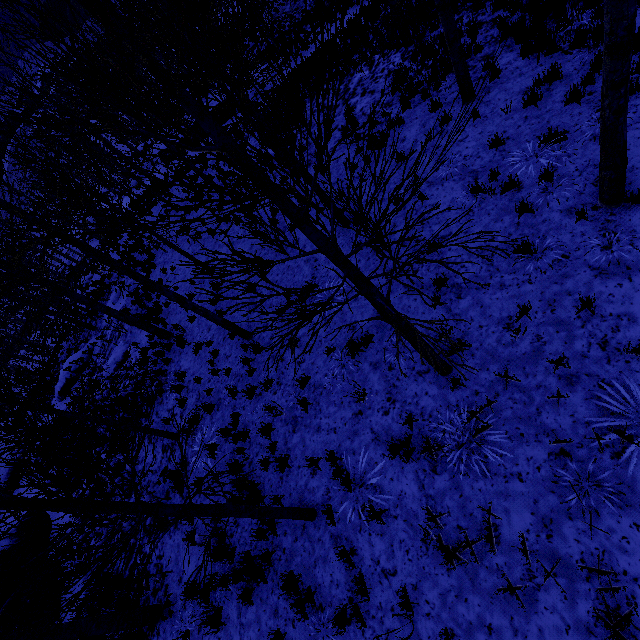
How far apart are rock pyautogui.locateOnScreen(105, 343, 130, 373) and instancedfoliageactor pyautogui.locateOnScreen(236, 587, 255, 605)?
6.2 meters

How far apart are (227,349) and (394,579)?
7.1 meters

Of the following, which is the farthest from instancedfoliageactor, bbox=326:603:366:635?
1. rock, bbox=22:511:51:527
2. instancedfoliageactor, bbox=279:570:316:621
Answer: rock, bbox=22:511:51:527

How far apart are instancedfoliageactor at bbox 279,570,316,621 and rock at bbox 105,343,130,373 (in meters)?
11.60

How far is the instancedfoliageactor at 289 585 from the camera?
5.0m

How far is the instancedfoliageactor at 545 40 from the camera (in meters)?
7.19

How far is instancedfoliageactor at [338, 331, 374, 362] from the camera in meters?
3.8

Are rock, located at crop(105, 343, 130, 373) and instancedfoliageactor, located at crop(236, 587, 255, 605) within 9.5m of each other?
yes
